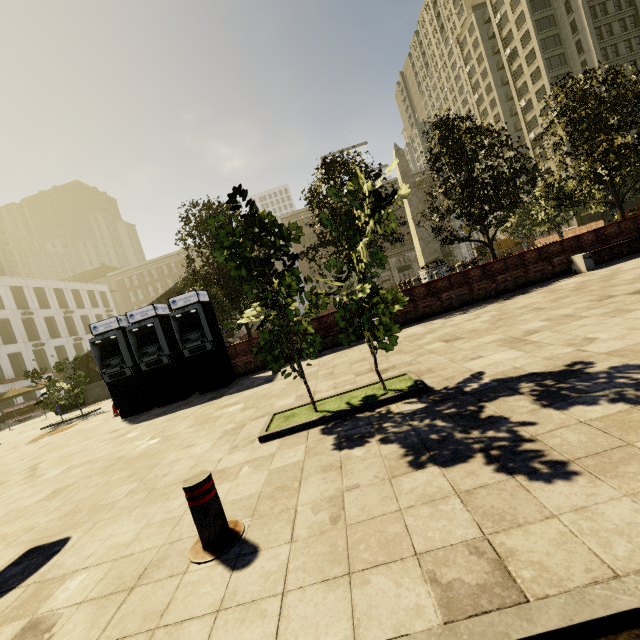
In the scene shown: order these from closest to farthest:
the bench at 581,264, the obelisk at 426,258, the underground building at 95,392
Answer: the bench at 581,264 < the underground building at 95,392 < the obelisk at 426,258

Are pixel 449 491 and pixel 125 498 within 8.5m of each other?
yes

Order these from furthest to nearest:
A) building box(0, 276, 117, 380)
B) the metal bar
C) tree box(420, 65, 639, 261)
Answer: building box(0, 276, 117, 380), tree box(420, 65, 639, 261), the metal bar

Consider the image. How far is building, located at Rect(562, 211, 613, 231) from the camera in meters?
47.5 m

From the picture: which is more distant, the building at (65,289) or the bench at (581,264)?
the building at (65,289)

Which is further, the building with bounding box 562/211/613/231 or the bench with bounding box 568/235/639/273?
the building with bounding box 562/211/613/231

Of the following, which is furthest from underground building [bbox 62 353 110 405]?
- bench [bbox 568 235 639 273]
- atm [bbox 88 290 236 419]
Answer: bench [bbox 568 235 639 273]

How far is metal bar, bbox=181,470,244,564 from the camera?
2.5 meters
